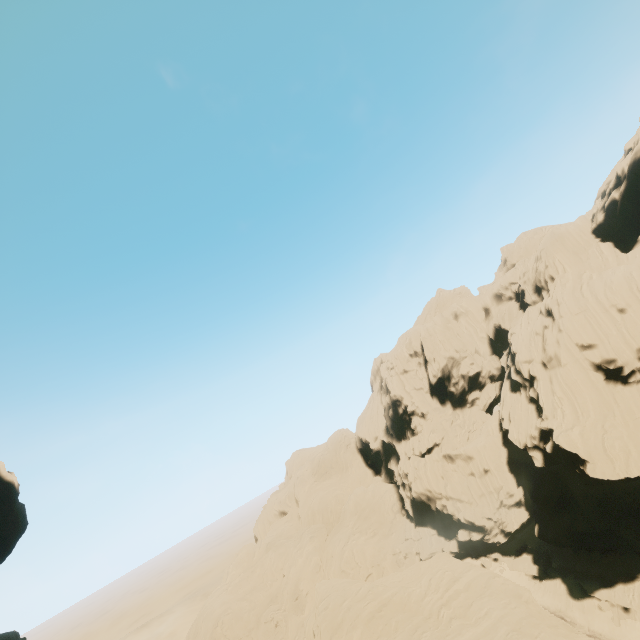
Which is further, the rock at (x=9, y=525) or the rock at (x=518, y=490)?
the rock at (x=518, y=490)

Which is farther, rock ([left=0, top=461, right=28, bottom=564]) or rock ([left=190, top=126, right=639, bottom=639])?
rock ([left=190, top=126, right=639, bottom=639])

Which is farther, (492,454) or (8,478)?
(492,454)
